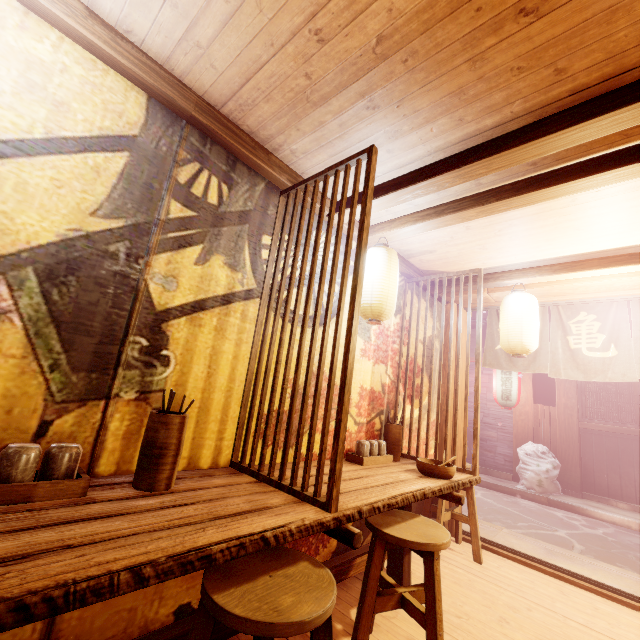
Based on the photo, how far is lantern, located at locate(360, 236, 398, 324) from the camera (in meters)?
4.62

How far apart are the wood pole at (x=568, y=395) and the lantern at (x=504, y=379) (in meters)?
1.54

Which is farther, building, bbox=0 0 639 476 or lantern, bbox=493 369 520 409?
lantern, bbox=493 369 520 409

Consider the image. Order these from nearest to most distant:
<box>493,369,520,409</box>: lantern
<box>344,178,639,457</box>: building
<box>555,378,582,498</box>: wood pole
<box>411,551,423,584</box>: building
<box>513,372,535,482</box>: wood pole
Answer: <box>344,178,639,457</box>: building
<box>411,551,423,584</box>: building
<box>555,378,582,498</box>: wood pole
<box>493,369,520,409</box>: lantern
<box>513,372,535,482</box>: wood pole

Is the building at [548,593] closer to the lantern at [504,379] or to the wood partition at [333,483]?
the wood partition at [333,483]

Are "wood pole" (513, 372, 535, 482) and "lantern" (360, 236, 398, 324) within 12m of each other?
no

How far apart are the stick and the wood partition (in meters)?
14.94

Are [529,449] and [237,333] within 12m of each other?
no
